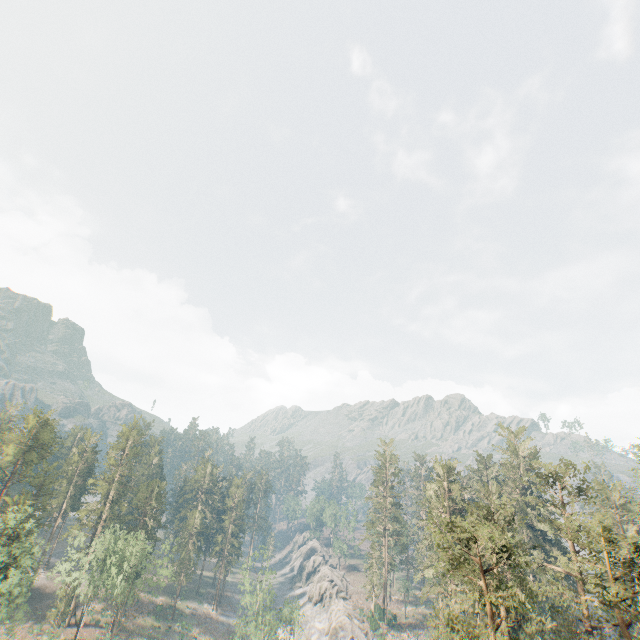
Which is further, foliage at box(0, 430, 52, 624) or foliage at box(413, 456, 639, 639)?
foliage at box(0, 430, 52, 624)

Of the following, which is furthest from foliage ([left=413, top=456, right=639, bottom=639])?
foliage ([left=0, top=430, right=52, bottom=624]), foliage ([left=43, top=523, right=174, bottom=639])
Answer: foliage ([left=0, top=430, right=52, bottom=624])

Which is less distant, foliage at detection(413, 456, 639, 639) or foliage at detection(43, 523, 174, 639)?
foliage at detection(413, 456, 639, 639)

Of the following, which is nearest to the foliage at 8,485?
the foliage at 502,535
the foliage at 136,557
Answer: the foliage at 136,557

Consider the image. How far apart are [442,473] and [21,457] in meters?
77.9 m
